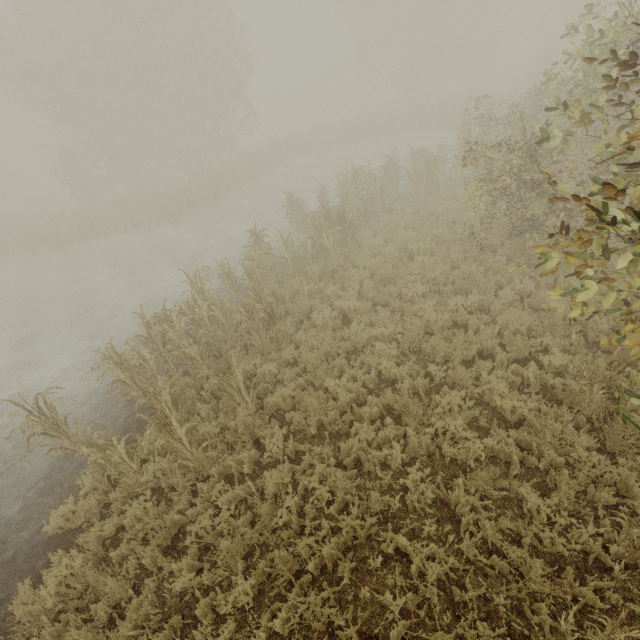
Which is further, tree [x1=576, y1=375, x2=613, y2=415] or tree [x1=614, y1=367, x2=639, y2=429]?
tree [x1=576, y1=375, x2=613, y2=415]

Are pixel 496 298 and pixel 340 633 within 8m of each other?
yes

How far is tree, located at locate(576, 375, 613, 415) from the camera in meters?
4.8 m

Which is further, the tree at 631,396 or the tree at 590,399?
the tree at 590,399

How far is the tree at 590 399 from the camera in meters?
4.8 m
